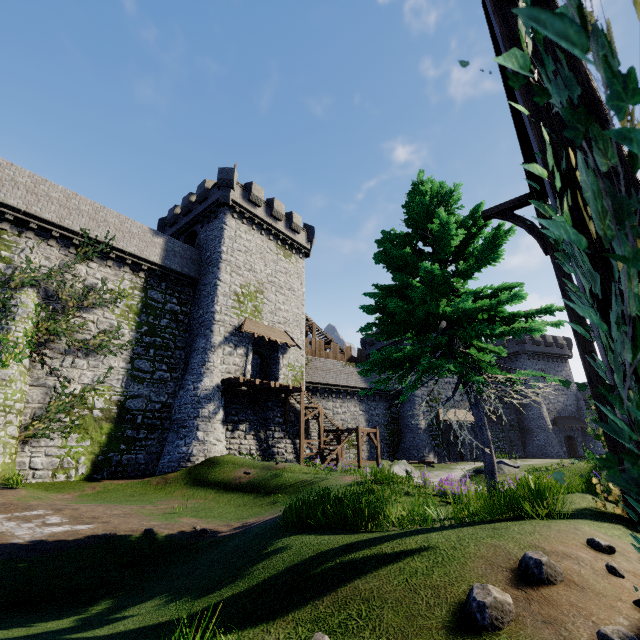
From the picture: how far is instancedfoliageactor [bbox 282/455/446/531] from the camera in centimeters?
492cm

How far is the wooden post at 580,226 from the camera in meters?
1.2 m

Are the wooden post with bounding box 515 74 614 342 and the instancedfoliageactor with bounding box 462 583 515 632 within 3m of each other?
yes

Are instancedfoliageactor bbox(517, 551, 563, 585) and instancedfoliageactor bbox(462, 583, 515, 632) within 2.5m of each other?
yes

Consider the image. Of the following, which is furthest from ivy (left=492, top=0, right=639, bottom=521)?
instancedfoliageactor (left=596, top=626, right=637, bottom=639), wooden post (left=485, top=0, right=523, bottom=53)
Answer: instancedfoliageactor (left=596, top=626, right=637, bottom=639)

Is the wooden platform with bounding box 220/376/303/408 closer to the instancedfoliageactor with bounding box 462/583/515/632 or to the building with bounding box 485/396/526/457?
the building with bounding box 485/396/526/457

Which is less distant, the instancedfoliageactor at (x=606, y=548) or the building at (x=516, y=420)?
the instancedfoliageactor at (x=606, y=548)

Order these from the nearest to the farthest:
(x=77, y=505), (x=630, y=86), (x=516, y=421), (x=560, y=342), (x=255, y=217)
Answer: (x=630, y=86), (x=77, y=505), (x=255, y=217), (x=516, y=421), (x=560, y=342)
